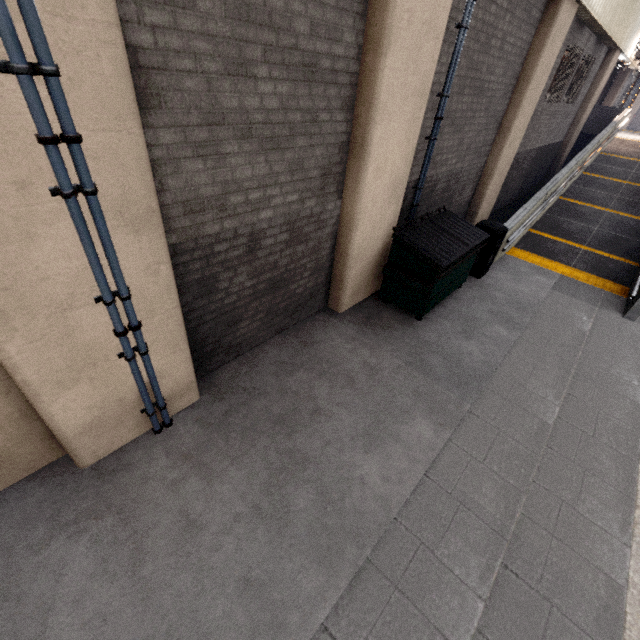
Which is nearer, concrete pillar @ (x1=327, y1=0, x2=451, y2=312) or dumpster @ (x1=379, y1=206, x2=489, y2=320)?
concrete pillar @ (x1=327, y1=0, x2=451, y2=312)

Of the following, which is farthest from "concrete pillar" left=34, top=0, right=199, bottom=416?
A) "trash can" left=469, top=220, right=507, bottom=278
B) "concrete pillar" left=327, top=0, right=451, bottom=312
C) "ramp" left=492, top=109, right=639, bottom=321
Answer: "ramp" left=492, top=109, right=639, bottom=321

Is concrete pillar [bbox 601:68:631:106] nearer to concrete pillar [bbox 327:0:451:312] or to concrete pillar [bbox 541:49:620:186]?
concrete pillar [bbox 541:49:620:186]

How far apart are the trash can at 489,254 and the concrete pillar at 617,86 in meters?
21.0 m

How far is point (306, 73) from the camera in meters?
3.4

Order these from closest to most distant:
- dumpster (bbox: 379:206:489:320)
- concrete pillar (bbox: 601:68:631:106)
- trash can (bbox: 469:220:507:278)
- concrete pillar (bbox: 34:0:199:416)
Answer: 1. concrete pillar (bbox: 34:0:199:416)
2. dumpster (bbox: 379:206:489:320)
3. trash can (bbox: 469:220:507:278)
4. concrete pillar (bbox: 601:68:631:106)

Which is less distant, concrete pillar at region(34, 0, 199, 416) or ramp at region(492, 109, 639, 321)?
concrete pillar at region(34, 0, 199, 416)

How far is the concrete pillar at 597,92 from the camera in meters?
12.9
